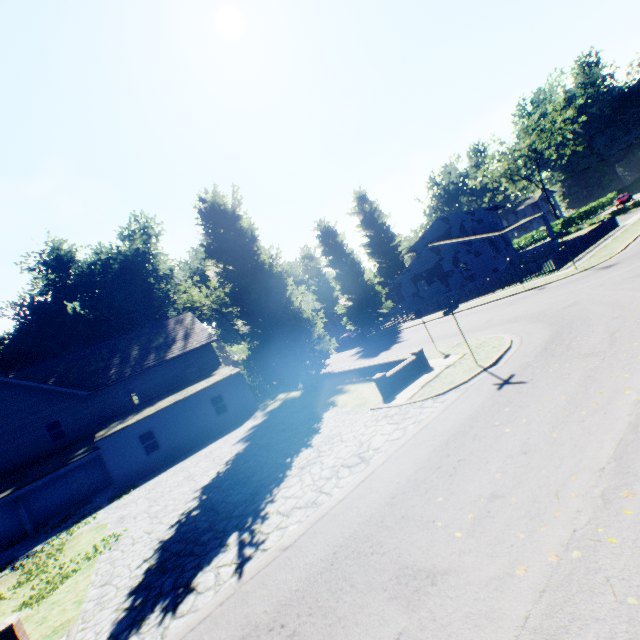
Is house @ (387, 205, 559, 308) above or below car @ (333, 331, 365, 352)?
above

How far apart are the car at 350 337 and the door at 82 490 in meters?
25.6

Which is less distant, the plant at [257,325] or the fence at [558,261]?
the plant at [257,325]

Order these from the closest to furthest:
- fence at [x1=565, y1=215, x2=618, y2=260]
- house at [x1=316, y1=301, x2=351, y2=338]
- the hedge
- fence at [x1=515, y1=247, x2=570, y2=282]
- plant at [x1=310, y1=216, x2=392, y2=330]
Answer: fence at [x1=515, y1=247, x2=570, y2=282], fence at [x1=565, y1=215, x2=618, y2=260], plant at [x1=310, y1=216, x2=392, y2=330], the hedge, house at [x1=316, y1=301, x2=351, y2=338]

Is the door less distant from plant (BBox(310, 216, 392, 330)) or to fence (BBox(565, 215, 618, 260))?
plant (BBox(310, 216, 392, 330))

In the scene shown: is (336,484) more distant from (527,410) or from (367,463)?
(527,410)

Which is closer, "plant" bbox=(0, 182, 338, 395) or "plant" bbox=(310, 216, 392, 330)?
"plant" bbox=(0, 182, 338, 395)

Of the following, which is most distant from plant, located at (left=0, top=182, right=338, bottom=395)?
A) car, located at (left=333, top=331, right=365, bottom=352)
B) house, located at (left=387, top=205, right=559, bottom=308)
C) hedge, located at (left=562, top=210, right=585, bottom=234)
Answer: hedge, located at (left=562, top=210, right=585, bottom=234)
